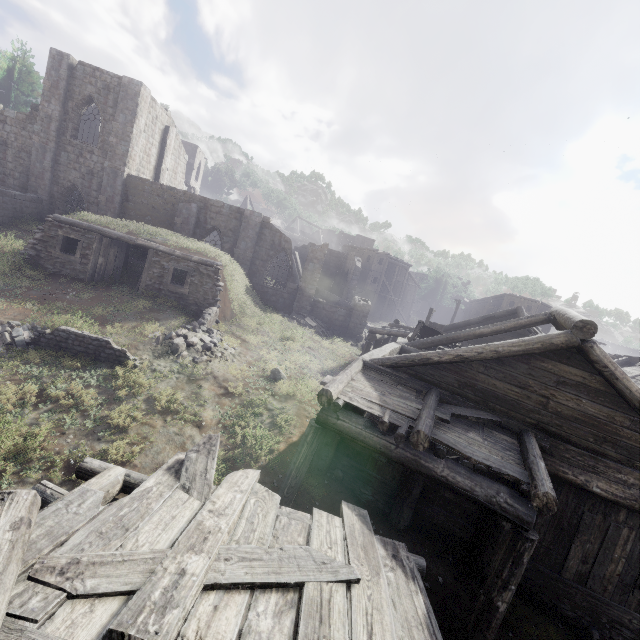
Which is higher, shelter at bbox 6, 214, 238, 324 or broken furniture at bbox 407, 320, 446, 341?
broken furniture at bbox 407, 320, 446, 341

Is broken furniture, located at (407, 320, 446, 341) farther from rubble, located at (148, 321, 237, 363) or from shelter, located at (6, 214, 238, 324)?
shelter, located at (6, 214, 238, 324)

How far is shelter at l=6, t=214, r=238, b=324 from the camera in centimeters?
1573cm

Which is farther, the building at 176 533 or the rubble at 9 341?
the rubble at 9 341

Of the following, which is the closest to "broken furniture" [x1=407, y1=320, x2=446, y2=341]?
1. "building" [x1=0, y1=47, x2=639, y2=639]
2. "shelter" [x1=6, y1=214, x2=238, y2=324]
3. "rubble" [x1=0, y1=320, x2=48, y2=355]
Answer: "building" [x1=0, y1=47, x2=639, y2=639]

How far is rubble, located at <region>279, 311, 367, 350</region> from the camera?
Answer: 23.6 meters

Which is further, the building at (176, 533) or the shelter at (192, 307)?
the shelter at (192, 307)

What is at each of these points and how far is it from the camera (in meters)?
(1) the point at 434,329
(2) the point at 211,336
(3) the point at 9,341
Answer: (1) broken furniture, 13.92
(2) rubble, 14.32
(3) rubble, 10.71
